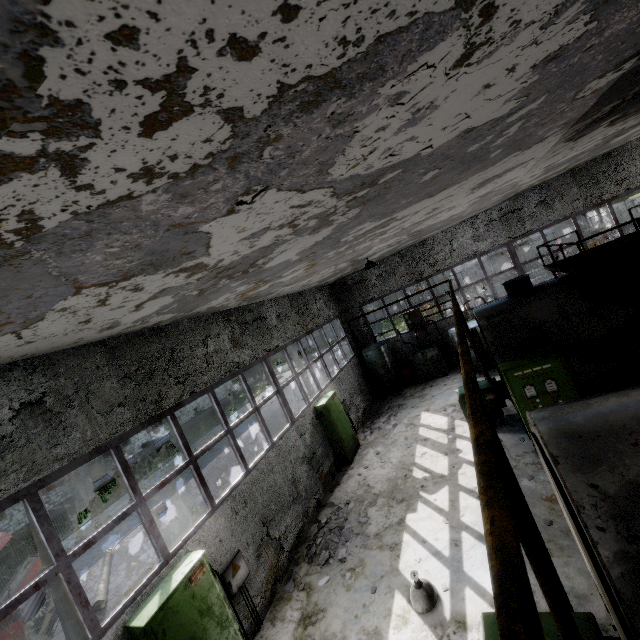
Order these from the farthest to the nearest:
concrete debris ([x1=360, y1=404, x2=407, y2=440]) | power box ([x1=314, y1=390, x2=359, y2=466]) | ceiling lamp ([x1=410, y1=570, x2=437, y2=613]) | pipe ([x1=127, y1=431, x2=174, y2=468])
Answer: pipe ([x1=127, y1=431, x2=174, y2=468]) → concrete debris ([x1=360, y1=404, x2=407, y2=440]) → power box ([x1=314, y1=390, x2=359, y2=466]) → ceiling lamp ([x1=410, y1=570, x2=437, y2=613])

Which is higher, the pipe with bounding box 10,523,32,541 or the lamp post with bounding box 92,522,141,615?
the pipe with bounding box 10,523,32,541

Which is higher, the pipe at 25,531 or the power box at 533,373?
the power box at 533,373

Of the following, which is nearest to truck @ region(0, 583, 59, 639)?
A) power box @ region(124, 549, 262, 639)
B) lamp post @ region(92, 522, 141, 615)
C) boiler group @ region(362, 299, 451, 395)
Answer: lamp post @ region(92, 522, 141, 615)

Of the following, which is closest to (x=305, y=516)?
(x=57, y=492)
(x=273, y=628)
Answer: (x=273, y=628)

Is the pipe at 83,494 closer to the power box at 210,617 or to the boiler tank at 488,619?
the boiler tank at 488,619

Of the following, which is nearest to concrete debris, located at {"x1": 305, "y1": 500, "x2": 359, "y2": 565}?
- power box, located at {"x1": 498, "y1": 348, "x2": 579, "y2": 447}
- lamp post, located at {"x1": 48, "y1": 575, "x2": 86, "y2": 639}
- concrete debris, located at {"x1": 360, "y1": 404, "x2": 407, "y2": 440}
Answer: concrete debris, located at {"x1": 360, "y1": 404, "x2": 407, "y2": 440}

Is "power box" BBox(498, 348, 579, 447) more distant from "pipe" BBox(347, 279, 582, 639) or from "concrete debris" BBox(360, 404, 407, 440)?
"pipe" BBox(347, 279, 582, 639)
